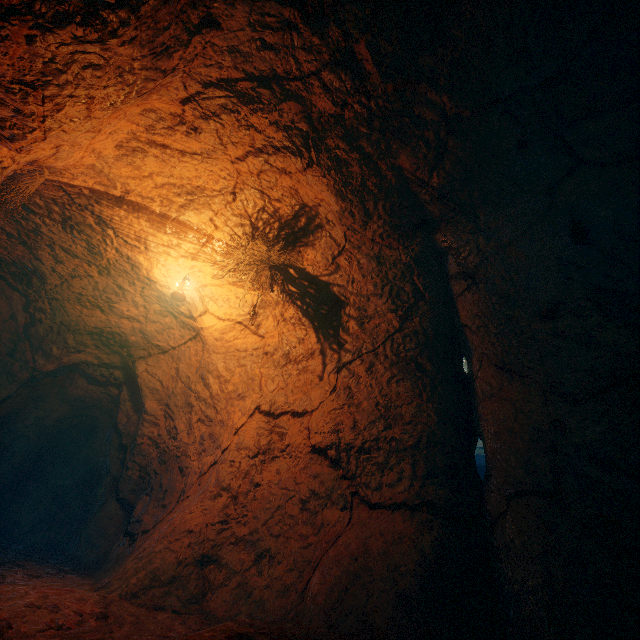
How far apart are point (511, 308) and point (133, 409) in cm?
799
